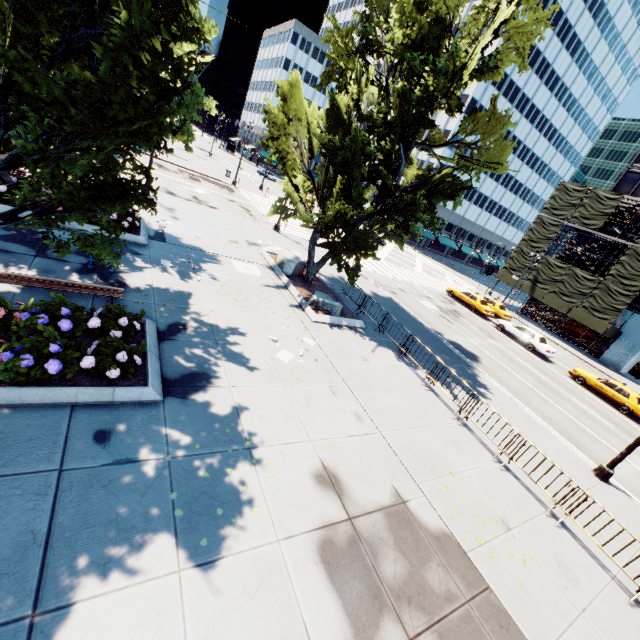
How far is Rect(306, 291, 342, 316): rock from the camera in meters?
15.3 m

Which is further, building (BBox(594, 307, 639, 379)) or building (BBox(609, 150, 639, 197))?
building (BBox(609, 150, 639, 197))

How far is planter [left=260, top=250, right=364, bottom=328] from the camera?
14.7m

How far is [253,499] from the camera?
6.21m

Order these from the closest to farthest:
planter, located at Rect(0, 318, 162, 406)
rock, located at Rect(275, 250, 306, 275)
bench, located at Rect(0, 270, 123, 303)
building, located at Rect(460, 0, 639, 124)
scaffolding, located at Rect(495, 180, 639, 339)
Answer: planter, located at Rect(0, 318, 162, 406)
bench, located at Rect(0, 270, 123, 303)
rock, located at Rect(275, 250, 306, 275)
scaffolding, located at Rect(495, 180, 639, 339)
building, located at Rect(460, 0, 639, 124)

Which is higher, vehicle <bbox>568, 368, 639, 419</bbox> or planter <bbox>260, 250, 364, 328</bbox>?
vehicle <bbox>568, 368, 639, 419</bbox>

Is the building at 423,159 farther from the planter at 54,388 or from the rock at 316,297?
the planter at 54,388

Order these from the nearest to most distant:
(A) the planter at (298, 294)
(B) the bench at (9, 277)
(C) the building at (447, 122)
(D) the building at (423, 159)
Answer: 1. (B) the bench at (9, 277)
2. (A) the planter at (298, 294)
3. (C) the building at (447, 122)
4. (D) the building at (423, 159)
